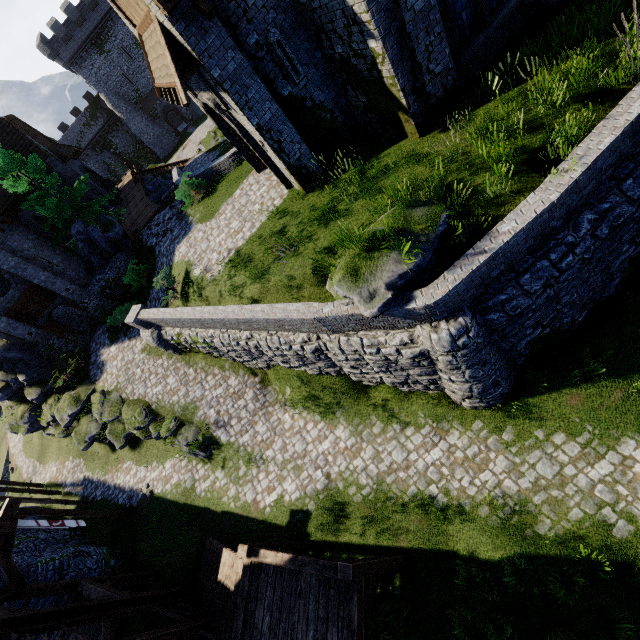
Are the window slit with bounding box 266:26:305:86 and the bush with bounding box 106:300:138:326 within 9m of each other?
no

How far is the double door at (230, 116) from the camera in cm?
1075

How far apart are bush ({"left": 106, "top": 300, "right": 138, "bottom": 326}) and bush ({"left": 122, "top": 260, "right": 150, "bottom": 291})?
0.6 meters

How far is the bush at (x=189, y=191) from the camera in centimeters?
1767cm

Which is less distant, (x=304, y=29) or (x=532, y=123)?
(x=532, y=123)

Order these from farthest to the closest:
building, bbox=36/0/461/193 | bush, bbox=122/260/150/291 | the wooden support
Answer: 1. bush, bbox=122/260/150/291
2. the wooden support
3. building, bbox=36/0/461/193

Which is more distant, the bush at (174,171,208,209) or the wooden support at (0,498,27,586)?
the bush at (174,171,208,209)

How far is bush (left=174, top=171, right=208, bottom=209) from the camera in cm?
1767
